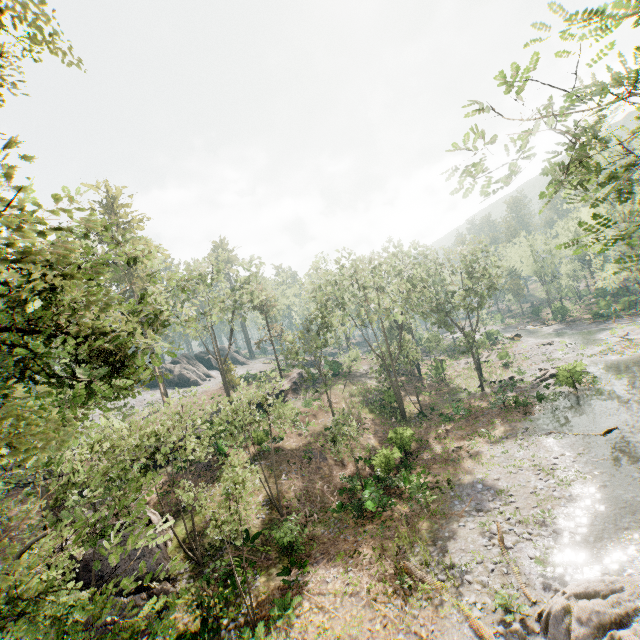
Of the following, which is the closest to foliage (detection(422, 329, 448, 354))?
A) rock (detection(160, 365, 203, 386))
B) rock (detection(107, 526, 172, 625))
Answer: rock (detection(160, 365, 203, 386))

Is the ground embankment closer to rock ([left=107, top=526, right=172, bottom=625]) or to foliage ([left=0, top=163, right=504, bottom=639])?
foliage ([left=0, top=163, right=504, bottom=639])

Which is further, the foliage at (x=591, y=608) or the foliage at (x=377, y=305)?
the foliage at (x=591, y=608)

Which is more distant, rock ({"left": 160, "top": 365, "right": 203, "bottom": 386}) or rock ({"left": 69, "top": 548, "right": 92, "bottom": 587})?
rock ({"left": 160, "top": 365, "right": 203, "bottom": 386})

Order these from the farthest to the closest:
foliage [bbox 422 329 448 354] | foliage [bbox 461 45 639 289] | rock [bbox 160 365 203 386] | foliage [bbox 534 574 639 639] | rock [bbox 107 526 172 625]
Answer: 1. rock [bbox 160 365 203 386]
2. foliage [bbox 422 329 448 354]
3. rock [bbox 107 526 172 625]
4. foliage [bbox 534 574 639 639]
5. foliage [bbox 461 45 639 289]

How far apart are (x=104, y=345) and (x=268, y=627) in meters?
14.4 m

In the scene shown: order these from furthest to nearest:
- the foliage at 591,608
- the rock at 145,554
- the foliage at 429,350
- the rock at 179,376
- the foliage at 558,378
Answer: the rock at 179,376 < the foliage at 429,350 < the foliage at 558,378 < the rock at 145,554 < the foliage at 591,608

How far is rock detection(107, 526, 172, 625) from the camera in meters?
15.1
